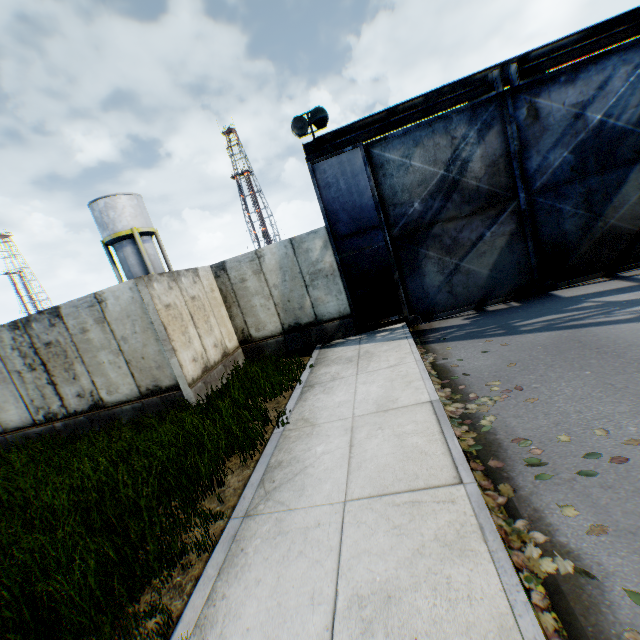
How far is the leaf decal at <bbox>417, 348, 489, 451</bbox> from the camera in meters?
4.4 m

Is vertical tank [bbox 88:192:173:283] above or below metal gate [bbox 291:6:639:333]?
above

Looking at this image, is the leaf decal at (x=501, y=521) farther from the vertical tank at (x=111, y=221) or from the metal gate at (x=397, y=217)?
the vertical tank at (x=111, y=221)

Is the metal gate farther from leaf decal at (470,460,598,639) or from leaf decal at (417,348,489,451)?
leaf decal at (470,460,598,639)

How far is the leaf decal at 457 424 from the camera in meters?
4.4

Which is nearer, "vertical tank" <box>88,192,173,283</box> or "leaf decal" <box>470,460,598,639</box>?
"leaf decal" <box>470,460,598,639</box>

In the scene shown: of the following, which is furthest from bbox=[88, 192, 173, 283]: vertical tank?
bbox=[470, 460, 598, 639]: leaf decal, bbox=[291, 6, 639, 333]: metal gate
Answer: bbox=[470, 460, 598, 639]: leaf decal

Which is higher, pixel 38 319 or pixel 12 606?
pixel 38 319
